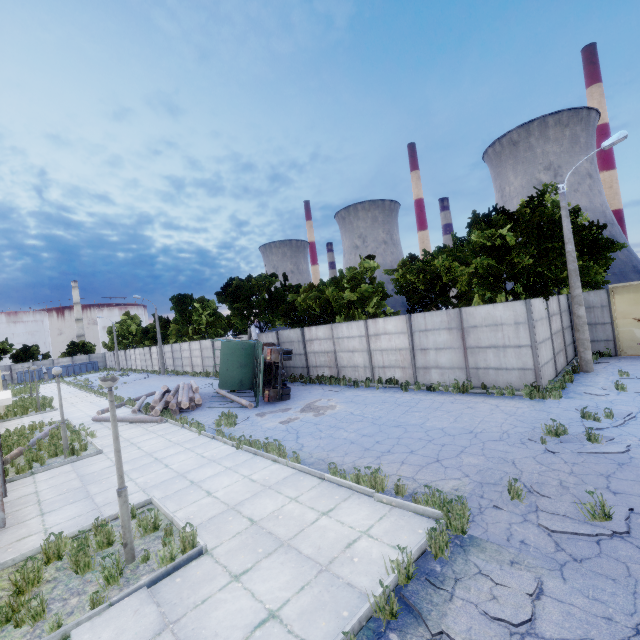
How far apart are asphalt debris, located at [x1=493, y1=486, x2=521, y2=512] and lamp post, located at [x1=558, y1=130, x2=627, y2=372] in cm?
1125

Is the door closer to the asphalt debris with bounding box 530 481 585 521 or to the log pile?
the asphalt debris with bounding box 530 481 585 521

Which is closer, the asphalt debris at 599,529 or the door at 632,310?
the asphalt debris at 599,529

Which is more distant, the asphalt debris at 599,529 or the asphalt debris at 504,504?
the asphalt debris at 504,504

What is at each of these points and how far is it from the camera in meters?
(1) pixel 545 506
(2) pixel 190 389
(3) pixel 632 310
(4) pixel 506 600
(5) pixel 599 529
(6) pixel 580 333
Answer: (1) asphalt debris, 5.8 m
(2) log pile, 20.6 m
(3) door, 17.0 m
(4) asphalt debris, 4.0 m
(5) asphalt debris, 5.1 m
(6) lamp post, 15.0 m

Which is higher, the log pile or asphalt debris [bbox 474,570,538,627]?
the log pile

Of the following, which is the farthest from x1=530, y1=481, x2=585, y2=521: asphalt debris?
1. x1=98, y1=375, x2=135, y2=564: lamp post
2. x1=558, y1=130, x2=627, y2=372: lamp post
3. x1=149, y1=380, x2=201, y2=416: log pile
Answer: x1=149, y1=380, x2=201, y2=416: log pile

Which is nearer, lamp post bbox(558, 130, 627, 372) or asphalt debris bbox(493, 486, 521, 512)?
asphalt debris bbox(493, 486, 521, 512)
